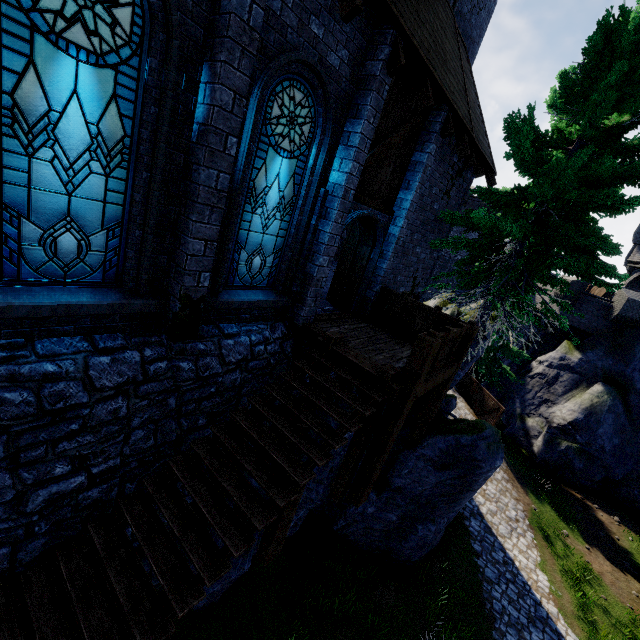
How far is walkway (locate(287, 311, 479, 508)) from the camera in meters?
5.9

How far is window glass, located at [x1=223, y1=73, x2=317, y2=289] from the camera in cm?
523

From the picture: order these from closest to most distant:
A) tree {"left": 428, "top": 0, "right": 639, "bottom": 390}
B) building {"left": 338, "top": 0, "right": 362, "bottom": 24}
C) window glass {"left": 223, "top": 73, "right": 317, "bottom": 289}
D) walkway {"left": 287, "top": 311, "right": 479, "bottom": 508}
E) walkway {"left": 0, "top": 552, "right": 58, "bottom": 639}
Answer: walkway {"left": 0, "top": 552, "right": 58, "bottom": 639}, building {"left": 338, "top": 0, "right": 362, "bottom": 24}, window glass {"left": 223, "top": 73, "right": 317, "bottom": 289}, walkway {"left": 287, "top": 311, "right": 479, "bottom": 508}, tree {"left": 428, "top": 0, "right": 639, "bottom": 390}

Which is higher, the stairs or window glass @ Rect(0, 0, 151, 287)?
window glass @ Rect(0, 0, 151, 287)

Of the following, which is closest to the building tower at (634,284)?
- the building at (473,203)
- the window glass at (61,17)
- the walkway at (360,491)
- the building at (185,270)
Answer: the building at (473,203)

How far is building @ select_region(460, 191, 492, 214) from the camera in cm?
3434

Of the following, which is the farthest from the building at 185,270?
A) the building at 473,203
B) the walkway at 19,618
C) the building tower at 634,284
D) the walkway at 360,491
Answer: the building at 473,203

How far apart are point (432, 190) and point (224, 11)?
8.0m
